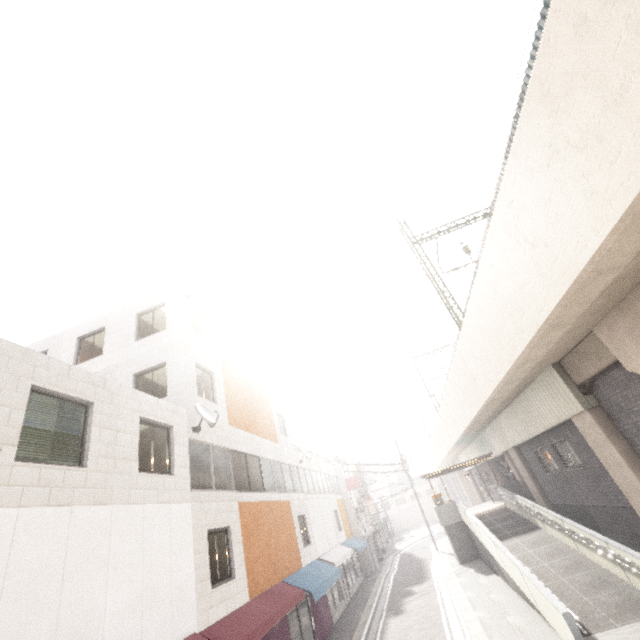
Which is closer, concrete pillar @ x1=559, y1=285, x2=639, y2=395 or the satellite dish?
concrete pillar @ x1=559, y1=285, x2=639, y2=395

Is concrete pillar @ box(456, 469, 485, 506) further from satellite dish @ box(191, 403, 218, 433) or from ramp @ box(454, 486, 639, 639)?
satellite dish @ box(191, 403, 218, 433)

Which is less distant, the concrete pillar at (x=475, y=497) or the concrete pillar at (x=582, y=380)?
the concrete pillar at (x=582, y=380)

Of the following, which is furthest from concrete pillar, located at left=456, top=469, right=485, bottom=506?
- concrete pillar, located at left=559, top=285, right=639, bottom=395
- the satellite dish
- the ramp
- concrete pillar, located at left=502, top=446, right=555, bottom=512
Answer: the satellite dish

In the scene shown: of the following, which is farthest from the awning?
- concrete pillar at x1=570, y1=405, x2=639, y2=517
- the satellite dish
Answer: concrete pillar at x1=570, y1=405, x2=639, y2=517

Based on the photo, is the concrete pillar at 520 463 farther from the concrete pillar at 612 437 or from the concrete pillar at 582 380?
the concrete pillar at 582 380

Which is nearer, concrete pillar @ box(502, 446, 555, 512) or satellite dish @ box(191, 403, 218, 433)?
satellite dish @ box(191, 403, 218, 433)

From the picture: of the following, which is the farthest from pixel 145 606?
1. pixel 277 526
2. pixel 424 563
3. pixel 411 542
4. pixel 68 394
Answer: pixel 411 542
